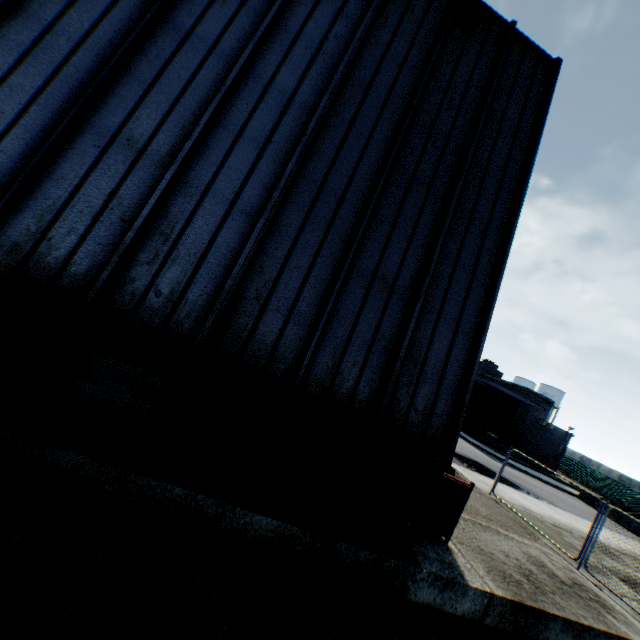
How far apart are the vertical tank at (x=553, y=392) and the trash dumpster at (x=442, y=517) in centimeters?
6550cm

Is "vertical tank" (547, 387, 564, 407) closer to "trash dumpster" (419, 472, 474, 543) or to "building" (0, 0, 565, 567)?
"building" (0, 0, 565, 567)

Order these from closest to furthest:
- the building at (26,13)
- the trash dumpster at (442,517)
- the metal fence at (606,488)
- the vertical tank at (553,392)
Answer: the building at (26,13)
the trash dumpster at (442,517)
the metal fence at (606,488)
the vertical tank at (553,392)

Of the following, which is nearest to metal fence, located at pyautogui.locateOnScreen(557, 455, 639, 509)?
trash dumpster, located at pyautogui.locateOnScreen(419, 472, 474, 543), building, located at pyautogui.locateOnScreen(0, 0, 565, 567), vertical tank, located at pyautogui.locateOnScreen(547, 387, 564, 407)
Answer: trash dumpster, located at pyautogui.locateOnScreen(419, 472, 474, 543)

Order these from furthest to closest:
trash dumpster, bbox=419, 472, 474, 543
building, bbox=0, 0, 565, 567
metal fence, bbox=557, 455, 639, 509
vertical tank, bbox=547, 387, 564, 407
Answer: vertical tank, bbox=547, 387, 564, 407 → metal fence, bbox=557, 455, 639, 509 → trash dumpster, bbox=419, 472, 474, 543 → building, bbox=0, 0, 565, 567

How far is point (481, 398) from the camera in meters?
38.6 m

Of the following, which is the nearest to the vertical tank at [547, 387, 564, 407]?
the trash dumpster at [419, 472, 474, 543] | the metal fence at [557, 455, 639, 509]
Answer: the metal fence at [557, 455, 639, 509]

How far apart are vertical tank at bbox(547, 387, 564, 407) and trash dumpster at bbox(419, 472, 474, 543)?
65.5 meters
